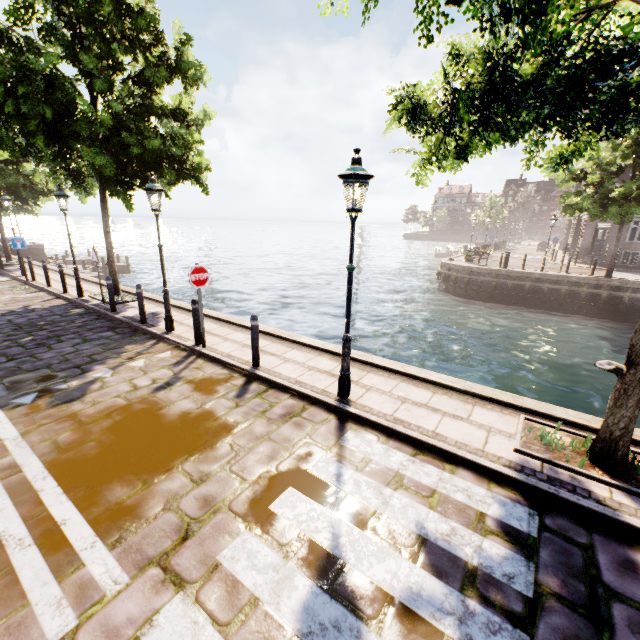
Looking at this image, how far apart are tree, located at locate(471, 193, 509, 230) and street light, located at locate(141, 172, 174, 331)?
52.78m

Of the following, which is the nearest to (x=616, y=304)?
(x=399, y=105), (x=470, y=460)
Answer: (x=470, y=460)

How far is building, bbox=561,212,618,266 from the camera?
26.6m

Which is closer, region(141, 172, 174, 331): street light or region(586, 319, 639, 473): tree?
region(586, 319, 639, 473): tree

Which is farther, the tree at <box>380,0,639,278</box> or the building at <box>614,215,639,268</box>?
the building at <box>614,215,639,268</box>

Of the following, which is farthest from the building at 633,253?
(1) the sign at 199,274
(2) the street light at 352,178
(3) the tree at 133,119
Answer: (1) the sign at 199,274

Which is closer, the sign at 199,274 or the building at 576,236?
the sign at 199,274
